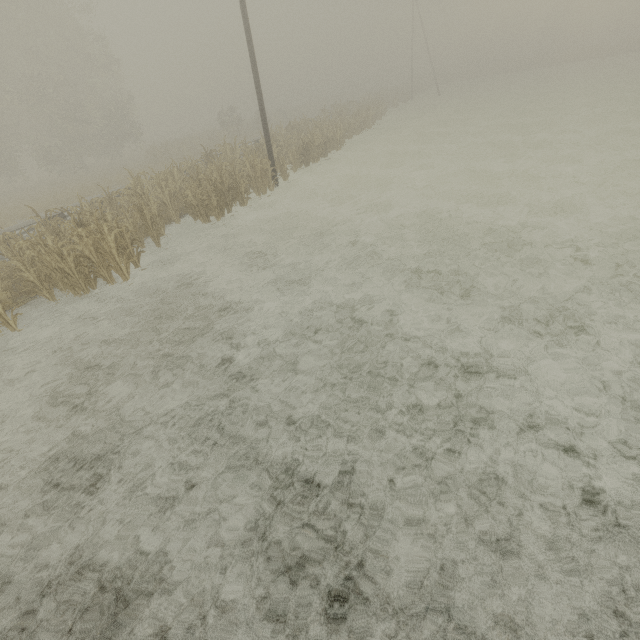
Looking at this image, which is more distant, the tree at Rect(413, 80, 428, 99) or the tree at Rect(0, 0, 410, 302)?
the tree at Rect(413, 80, 428, 99)

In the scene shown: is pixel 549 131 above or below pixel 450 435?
below

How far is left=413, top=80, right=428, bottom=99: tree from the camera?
49.92m

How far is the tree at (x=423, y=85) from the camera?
49.9 meters

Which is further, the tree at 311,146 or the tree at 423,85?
the tree at 423,85
